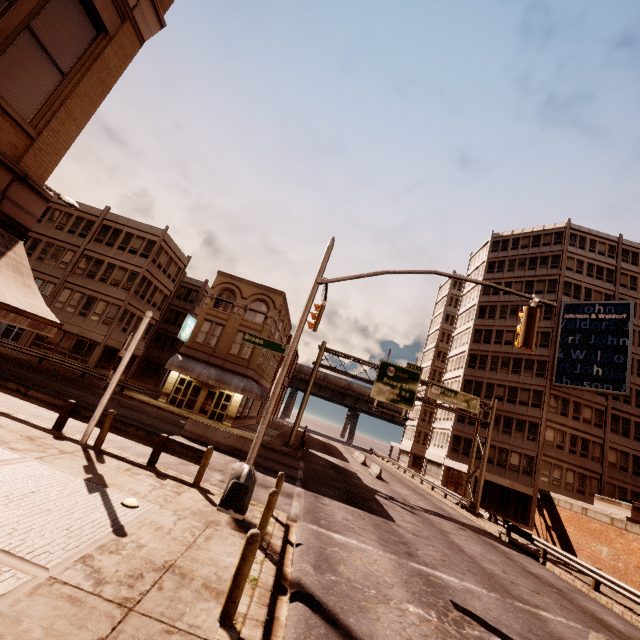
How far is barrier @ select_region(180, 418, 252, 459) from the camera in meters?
17.8

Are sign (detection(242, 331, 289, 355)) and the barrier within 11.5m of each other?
yes

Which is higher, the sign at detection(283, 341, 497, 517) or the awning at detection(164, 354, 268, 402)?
the sign at detection(283, 341, 497, 517)

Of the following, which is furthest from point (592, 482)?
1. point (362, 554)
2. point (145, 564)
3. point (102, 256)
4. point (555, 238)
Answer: point (102, 256)

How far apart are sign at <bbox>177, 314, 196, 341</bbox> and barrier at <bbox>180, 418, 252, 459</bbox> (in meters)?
11.73

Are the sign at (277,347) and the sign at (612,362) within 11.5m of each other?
no

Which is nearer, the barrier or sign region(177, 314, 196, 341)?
the barrier

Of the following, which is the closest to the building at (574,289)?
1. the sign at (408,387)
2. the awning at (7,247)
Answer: the sign at (408,387)
